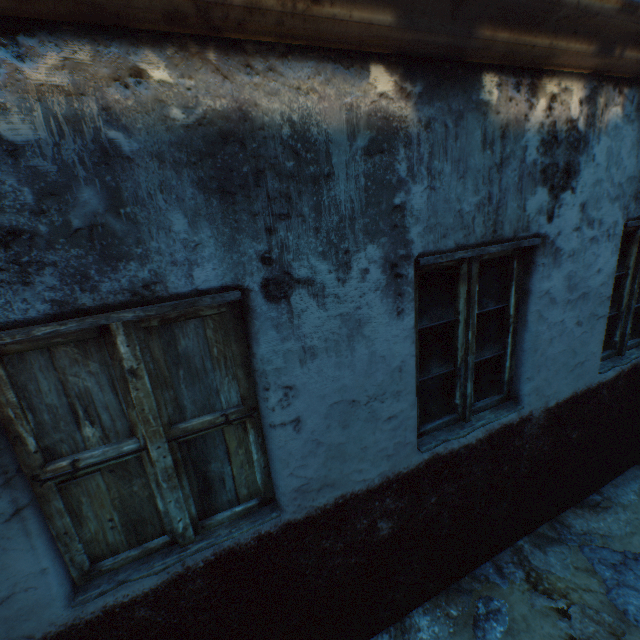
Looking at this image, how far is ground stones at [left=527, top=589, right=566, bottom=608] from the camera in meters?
2.5

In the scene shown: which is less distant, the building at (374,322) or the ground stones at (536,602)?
the building at (374,322)

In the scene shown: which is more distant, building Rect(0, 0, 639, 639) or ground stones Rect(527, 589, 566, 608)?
ground stones Rect(527, 589, 566, 608)

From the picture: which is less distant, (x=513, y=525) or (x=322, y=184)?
(x=322, y=184)

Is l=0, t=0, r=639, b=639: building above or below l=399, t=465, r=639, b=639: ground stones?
above

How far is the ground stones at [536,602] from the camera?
2.50m
